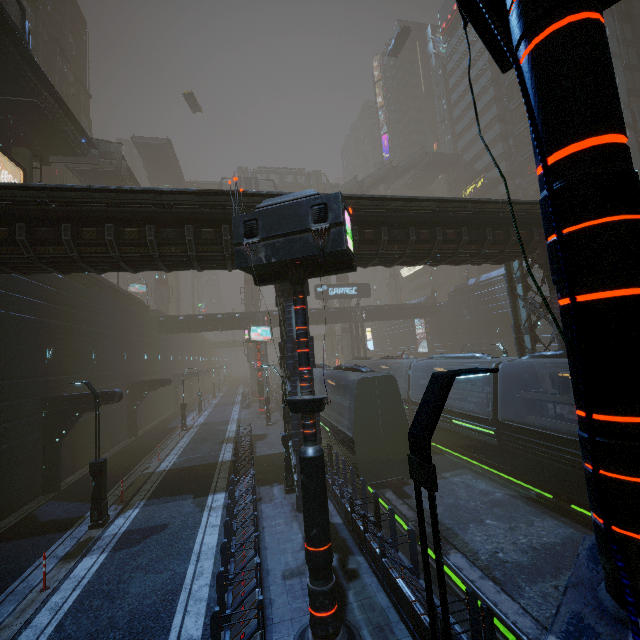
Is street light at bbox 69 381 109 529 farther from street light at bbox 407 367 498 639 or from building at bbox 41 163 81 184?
street light at bbox 407 367 498 639

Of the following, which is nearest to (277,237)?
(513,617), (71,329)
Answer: (513,617)

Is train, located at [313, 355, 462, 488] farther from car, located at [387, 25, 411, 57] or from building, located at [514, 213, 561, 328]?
car, located at [387, 25, 411, 57]

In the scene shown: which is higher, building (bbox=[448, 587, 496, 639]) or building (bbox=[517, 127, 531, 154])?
building (bbox=[517, 127, 531, 154])

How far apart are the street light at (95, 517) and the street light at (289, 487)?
6.6 meters

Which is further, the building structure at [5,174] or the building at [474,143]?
the building at [474,143]

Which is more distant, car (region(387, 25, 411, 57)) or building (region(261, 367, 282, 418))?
car (region(387, 25, 411, 57))

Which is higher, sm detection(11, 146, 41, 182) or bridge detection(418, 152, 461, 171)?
bridge detection(418, 152, 461, 171)
